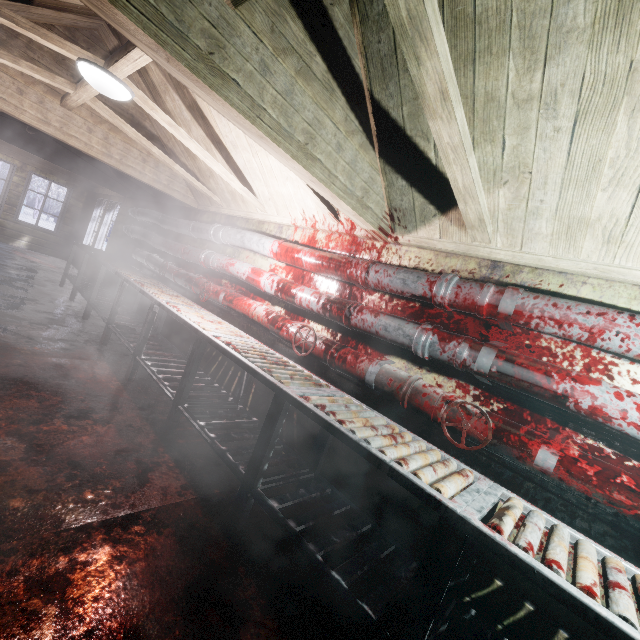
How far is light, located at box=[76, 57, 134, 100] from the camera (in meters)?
2.05

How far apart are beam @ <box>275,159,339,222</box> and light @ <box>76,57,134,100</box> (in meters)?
0.05

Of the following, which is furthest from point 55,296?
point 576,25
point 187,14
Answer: point 576,25

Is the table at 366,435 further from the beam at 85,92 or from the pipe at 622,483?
the beam at 85,92

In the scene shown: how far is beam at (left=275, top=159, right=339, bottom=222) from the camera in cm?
232

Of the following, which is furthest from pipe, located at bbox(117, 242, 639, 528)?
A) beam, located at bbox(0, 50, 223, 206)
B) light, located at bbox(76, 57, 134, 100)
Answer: light, located at bbox(76, 57, 134, 100)

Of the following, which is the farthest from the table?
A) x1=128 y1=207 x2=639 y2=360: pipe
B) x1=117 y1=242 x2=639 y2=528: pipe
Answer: x1=128 y1=207 x2=639 y2=360: pipe

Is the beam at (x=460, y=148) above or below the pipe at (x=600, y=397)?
above
